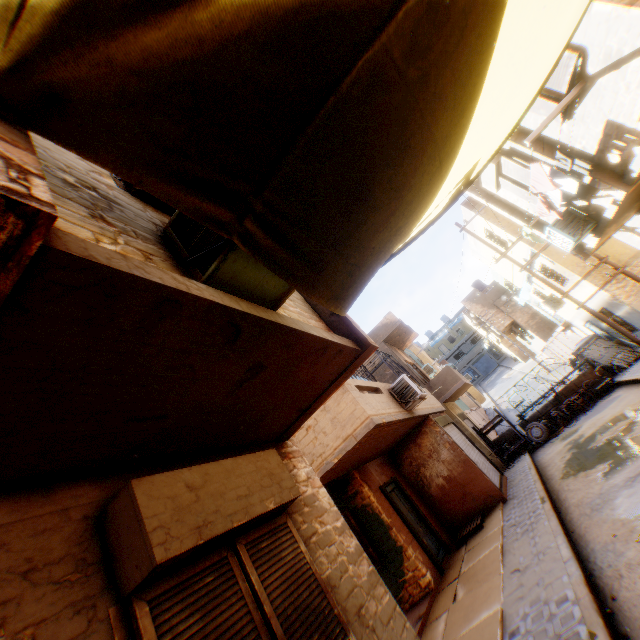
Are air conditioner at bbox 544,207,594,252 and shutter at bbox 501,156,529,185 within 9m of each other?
yes

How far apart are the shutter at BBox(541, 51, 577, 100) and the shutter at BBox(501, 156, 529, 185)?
2.01m

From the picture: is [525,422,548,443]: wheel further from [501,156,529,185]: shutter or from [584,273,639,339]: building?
[501,156,529,185]: shutter

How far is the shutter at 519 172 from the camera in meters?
9.0

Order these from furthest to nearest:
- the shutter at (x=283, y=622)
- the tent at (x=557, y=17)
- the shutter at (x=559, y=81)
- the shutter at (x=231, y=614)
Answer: the shutter at (x=559, y=81), the shutter at (x=283, y=622), the shutter at (x=231, y=614), the tent at (x=557, y=17)

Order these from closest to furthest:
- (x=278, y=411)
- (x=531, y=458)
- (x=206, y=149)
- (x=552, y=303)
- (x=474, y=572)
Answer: (x=206, y=149)
(x=278, y=411)
(x=474, y=572)
(x=531, y=458)
(x=552, y=303)

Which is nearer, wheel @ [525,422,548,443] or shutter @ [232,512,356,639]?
shutter @ [232,512,356,639]

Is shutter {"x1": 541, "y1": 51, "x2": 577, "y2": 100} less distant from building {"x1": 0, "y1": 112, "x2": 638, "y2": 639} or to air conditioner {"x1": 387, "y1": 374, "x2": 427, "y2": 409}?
building {"x1": 0, "y1": 112, "x2": 638, "y2": 639}
